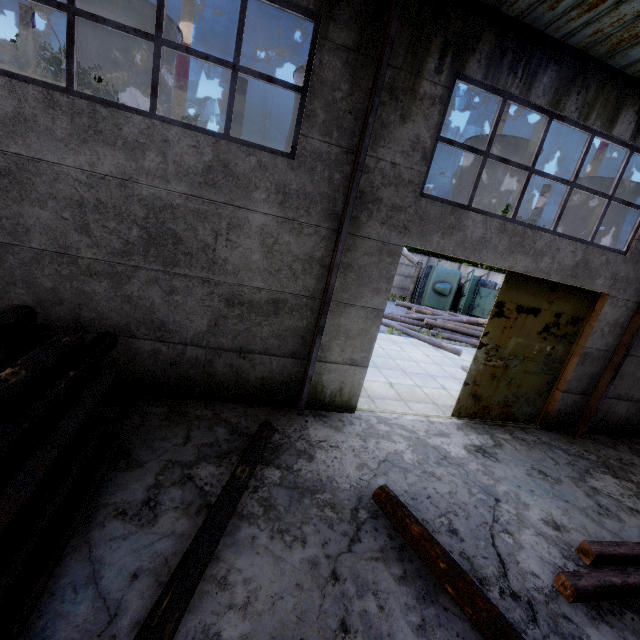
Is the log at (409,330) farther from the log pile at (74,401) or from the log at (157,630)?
the log pile at (74,401)

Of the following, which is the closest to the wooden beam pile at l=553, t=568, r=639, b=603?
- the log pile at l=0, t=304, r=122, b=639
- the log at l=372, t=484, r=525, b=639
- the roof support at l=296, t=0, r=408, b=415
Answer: the log at l=372, t=484, r=525, b=639

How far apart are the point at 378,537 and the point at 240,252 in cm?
495

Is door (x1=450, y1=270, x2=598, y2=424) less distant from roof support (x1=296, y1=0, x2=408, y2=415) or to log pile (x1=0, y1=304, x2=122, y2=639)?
roof support (x1=296, y1=0, x2=408, y2=415)

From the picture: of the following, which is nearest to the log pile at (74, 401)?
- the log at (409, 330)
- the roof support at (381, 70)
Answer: the roof support at (381, 70)

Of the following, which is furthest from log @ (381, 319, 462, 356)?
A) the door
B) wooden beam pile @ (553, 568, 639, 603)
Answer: wooden beam pile @ (553, 568, 639, 603)

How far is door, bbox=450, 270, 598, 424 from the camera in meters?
7.5

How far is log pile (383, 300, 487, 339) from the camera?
16.9 meters
